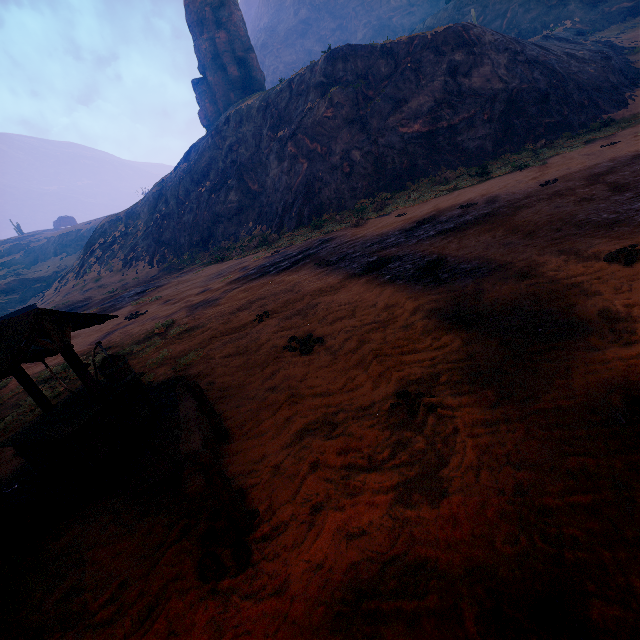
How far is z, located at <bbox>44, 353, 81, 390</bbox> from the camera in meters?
8.7 m

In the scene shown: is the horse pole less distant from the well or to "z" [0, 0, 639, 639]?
"z" [0, 0, 639, 639]

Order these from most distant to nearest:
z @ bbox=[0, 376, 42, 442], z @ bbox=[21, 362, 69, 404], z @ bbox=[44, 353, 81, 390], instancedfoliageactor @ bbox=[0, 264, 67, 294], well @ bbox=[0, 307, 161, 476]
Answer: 1. instancedfoliageactor @ bbox=[0, 264, 67, 294]
2. z @ bbox=[44, 353, 81, 390]
3. z @ bbox=[21, 362, 69, 404]
4. z @ bbox=[0, 376, 42, 442]
5. well @ bbox=[0, 307, 161, 476]

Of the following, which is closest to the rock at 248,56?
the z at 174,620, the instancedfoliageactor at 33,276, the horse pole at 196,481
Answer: the z at 174,620

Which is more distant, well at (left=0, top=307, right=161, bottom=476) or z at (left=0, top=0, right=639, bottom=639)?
well at (left=0, top=307, right=161, bottom=476)

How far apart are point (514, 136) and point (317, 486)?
24.11m

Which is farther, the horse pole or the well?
the well

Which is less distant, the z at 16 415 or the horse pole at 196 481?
the horse pole at 196 481
